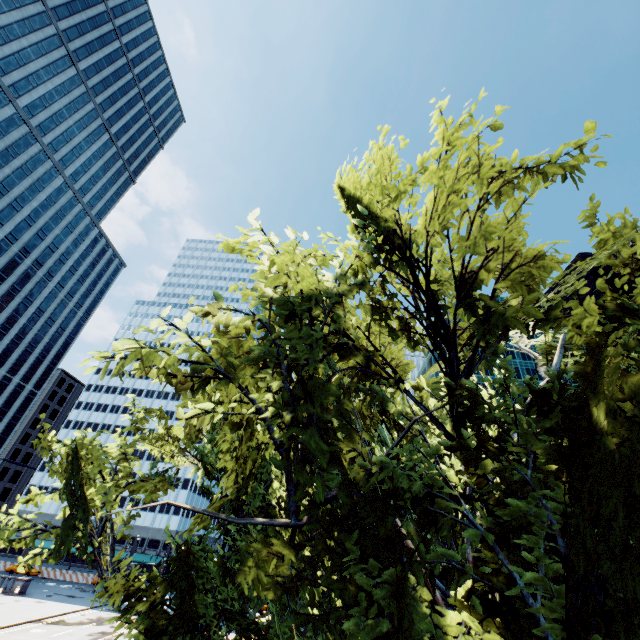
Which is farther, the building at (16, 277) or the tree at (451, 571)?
the building at (16, 277)

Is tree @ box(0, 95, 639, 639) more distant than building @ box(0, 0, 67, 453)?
No

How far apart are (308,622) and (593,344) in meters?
5.4 m

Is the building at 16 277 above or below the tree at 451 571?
above

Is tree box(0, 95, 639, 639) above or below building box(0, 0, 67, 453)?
below
